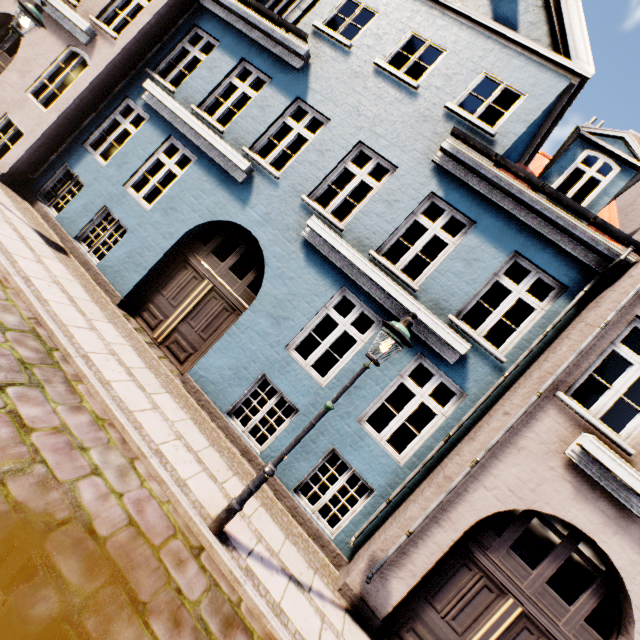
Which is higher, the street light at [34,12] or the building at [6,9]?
the street light at [34,12]

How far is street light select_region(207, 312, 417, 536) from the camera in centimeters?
408cm

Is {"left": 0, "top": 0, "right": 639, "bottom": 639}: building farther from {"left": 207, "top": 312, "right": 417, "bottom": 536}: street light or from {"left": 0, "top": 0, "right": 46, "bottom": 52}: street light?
{"left": 207, "top": 312, "right": 417, "bottom": 536}: street light

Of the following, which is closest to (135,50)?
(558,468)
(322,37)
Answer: (322,37)

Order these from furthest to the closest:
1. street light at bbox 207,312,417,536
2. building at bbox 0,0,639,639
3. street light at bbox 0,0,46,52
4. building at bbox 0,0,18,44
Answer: building at bbox 0,0,18,44
street light at bbox 0,0,46,52
building at bbox 0,0,639,639
street light at bbox 207,312,417,536

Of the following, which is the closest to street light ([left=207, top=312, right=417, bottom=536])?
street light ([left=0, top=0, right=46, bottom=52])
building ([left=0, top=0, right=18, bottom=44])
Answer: building ([left=0, top=0, right=18, bottom=44])

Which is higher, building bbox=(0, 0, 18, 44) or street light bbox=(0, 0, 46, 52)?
street light bbox=(0, 0, 46, 52)

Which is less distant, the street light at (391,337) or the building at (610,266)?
the street light at (391,337)
